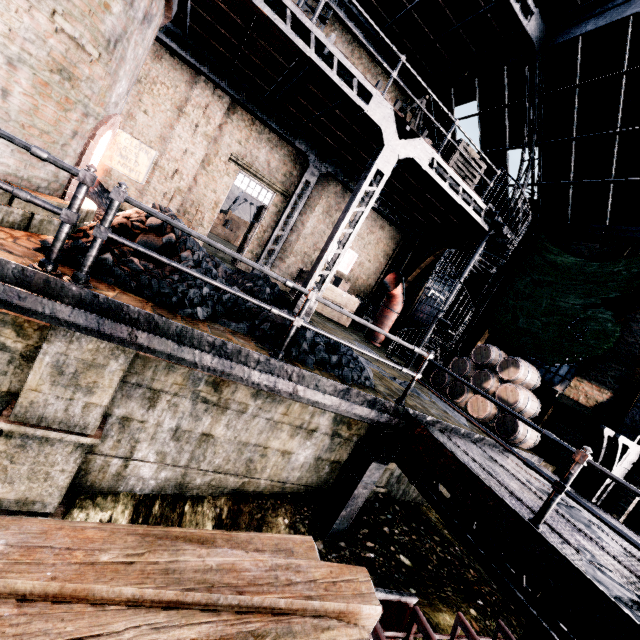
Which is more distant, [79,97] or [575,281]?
[575,281]

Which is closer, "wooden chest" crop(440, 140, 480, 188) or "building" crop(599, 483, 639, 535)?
"building" crop(599, 483, 639, 535)

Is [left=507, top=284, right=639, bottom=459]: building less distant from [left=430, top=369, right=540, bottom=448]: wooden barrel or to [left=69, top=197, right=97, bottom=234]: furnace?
[left=430, top=369, right=540, bottom=448]: wooden barrel

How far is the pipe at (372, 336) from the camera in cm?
1516

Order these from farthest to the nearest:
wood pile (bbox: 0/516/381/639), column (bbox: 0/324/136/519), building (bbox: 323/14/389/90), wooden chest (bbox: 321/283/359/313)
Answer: wooden chest (bbox: 321/283/359/313)
building (bbox: 323/14/389/90)
column (bbox: 0/324/136/519)
wood pile (bbox: 0/516/381/639)

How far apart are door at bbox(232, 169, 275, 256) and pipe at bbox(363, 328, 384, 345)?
6.4m

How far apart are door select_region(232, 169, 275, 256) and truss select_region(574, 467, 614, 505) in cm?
1398

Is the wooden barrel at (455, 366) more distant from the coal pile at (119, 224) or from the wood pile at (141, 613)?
the wood pile at (141, 613)
